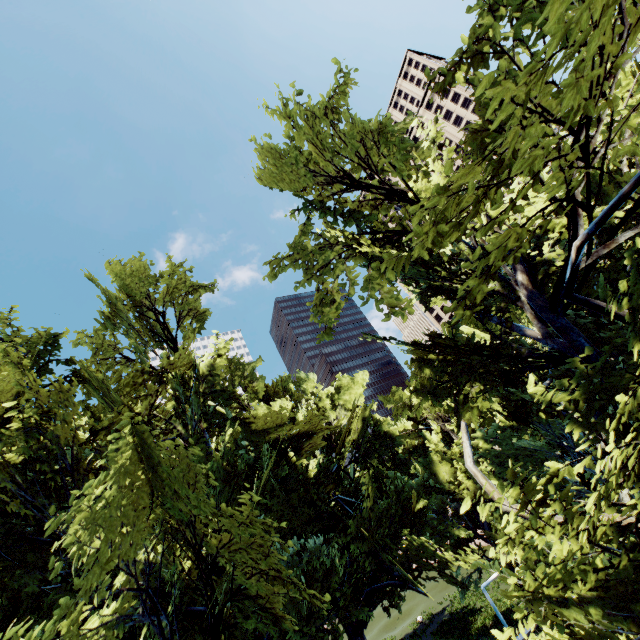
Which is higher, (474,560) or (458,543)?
(474,560)
